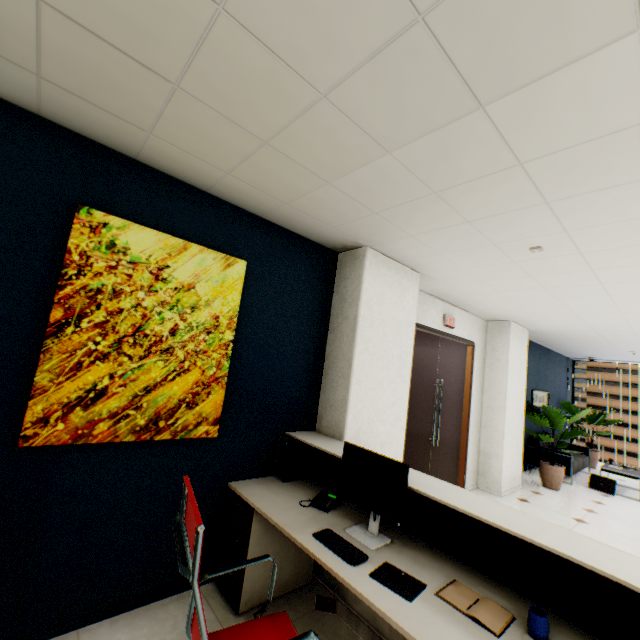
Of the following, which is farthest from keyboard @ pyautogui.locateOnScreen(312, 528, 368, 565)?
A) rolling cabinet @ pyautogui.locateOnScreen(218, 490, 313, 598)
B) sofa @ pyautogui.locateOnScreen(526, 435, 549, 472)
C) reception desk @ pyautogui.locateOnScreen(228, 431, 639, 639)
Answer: sofa @ pyautogui.locateOnScreen(526, 435, 549, 472)

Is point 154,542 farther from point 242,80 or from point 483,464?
point 483,464

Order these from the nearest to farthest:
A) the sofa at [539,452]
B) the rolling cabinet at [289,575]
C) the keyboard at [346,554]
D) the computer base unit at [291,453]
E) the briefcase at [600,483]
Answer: the keyboard at [346,554]
the rolling cabinet at [289,575]
the computer base unit at [291,453]
the briefcase at [600,483]
the sofa at [539,452]

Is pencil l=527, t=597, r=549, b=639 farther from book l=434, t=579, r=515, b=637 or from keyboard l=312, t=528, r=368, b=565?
keyboard l=312, t=528, r=368, b=565

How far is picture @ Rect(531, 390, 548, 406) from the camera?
7.7m

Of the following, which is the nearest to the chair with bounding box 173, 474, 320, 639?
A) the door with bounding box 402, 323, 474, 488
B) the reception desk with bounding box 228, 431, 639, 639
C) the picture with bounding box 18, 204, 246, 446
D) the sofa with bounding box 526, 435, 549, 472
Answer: the reception desk with bounding box 228, 431, 639, 639

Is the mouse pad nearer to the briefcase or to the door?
the door

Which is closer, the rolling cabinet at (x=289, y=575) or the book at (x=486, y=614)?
the book at (x=486, y=614)
